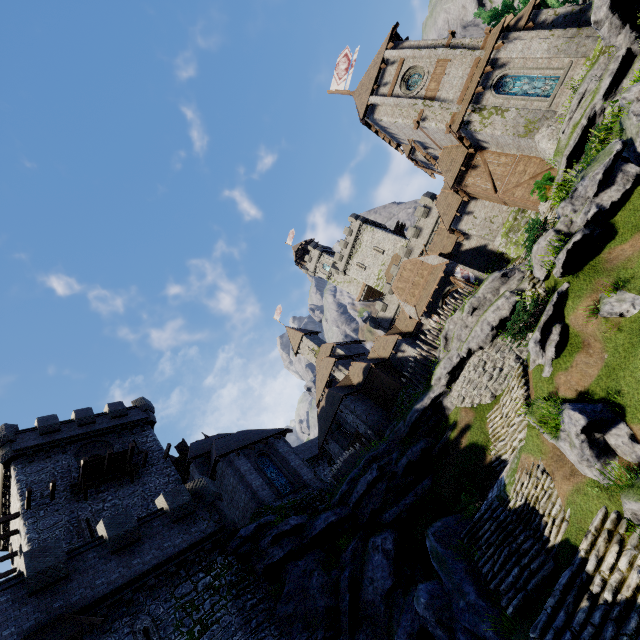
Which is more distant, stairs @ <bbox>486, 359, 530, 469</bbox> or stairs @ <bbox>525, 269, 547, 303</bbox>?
stairs @ <bbox>525, 269, 547, 303</bbox>

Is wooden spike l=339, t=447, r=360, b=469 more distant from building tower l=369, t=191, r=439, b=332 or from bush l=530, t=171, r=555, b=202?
building tower l=369, t=191, r=439, b=332

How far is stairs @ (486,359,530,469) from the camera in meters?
14.2

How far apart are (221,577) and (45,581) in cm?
761

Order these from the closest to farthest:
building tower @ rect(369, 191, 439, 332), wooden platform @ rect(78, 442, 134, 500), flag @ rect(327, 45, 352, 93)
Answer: wooden platform @ rect(78, 442, 134, 500)
flag @ rect(327, 45, 352, 93)
building tower @ rect(369, 191, 439, 332)

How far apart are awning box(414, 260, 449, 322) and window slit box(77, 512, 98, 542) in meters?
29.3 m

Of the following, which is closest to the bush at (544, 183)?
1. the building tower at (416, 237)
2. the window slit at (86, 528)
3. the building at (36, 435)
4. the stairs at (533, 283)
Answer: the stairs at (533, 283)

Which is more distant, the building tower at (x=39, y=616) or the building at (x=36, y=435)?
the building at (x=36, y=435)
